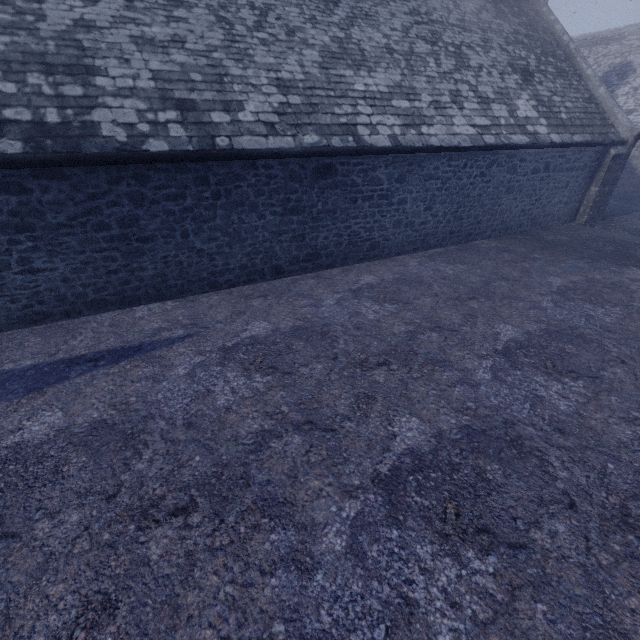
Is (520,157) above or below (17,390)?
above
